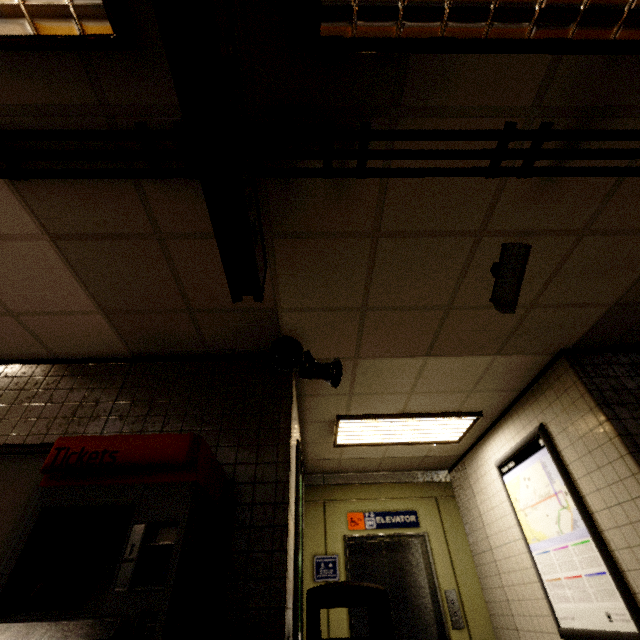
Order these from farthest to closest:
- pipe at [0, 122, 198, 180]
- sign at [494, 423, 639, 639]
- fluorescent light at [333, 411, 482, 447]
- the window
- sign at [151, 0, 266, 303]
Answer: fluorescent light at [333, 411, 482, 447] → sign at [494, 423, 639, 639] → the window → pipe at [0, 122, 198, 180] → sign at [151, 0, 266, 303]

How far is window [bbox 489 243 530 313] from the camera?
2.2m

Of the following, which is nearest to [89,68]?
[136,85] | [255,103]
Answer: [136,85]

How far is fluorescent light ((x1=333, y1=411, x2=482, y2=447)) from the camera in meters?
Result: 4.3 m

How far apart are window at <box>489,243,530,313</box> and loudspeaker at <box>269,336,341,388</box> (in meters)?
1.42

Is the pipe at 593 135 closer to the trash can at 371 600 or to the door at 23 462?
the door at 23 462

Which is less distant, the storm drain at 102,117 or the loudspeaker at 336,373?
the storm drain at 102,117

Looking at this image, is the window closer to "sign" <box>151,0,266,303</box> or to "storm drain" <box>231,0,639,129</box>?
"storm drain" <box>231,0,639,129</box>
